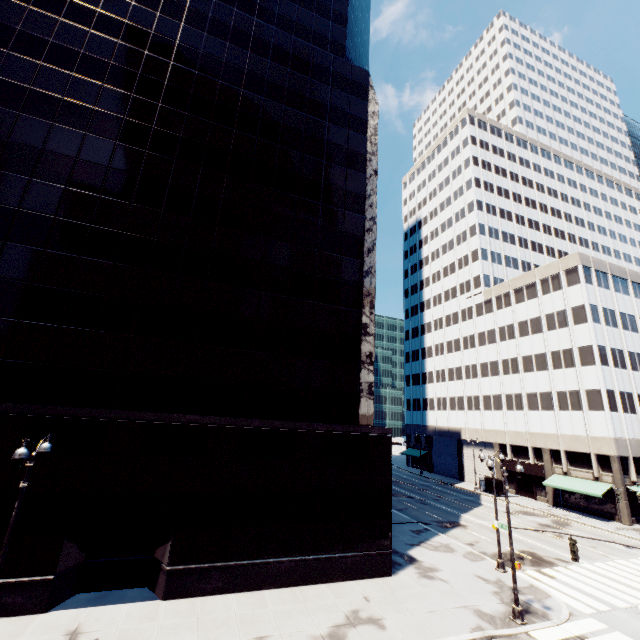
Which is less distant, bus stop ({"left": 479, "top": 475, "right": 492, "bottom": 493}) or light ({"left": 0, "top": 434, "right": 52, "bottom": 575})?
light ({"left": 0, "top": 434, "right": 52, "bottom": 575})

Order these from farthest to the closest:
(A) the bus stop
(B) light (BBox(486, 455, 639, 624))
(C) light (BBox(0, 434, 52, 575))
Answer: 1. (A) the bus stop
2. (B) light (BBox(486, 455, 639, 624))
3. (C) light (BBox(0, 434, 52, 575))

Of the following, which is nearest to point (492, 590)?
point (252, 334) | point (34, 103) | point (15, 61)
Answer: point (252, 334)

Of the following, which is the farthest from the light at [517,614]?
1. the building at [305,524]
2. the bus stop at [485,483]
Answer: the bus stop at [485,483]

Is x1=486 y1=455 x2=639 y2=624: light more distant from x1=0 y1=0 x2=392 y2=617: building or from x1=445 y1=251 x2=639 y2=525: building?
x1=445 y1=251 x2=639 y2=525: building

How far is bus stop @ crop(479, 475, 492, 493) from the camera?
46.9 meters

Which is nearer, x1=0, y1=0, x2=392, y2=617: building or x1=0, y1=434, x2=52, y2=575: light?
x1=0, y1=434, x2=52, y2=575: light

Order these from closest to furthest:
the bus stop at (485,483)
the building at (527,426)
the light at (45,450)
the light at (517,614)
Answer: the light at (45,450) → the light at (517,614) → the building at (527,426) → the bus stop at (485,483)
